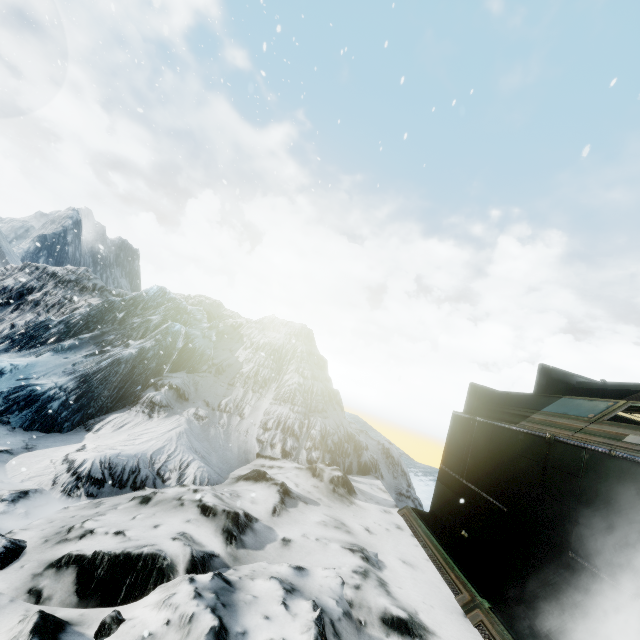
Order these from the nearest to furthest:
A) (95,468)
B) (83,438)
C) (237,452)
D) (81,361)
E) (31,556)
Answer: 1. (31,556)
2. (95,468)
3. (83,438)
4. (237,452)
5. (81,361)
